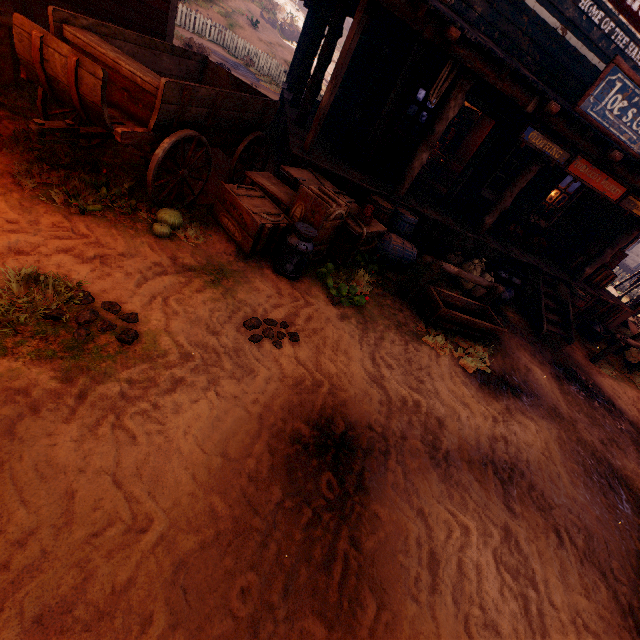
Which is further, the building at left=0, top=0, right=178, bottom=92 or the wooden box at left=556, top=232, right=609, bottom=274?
the wooden box at left=556, top=232, right=609, bottom=274

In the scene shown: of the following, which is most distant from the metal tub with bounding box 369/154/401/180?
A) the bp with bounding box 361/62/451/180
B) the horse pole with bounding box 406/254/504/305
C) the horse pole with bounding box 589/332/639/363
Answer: the horse pole with bounding box 589/332/639/363

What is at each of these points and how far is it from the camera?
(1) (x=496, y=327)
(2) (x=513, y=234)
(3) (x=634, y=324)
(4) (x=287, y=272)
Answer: (1) horse trough, 5.7 meters
(2) log pile, 9.6 meters
(3) z, 13.8 meters
(4) milk, 4.7 meters

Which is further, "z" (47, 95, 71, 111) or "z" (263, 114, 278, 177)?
"z" (263, 114, 278, 177)

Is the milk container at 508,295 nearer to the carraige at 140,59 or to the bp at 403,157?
the bp at 403,157

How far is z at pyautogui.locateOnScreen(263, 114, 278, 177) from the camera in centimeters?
794cm

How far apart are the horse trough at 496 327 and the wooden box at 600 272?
6.1m
